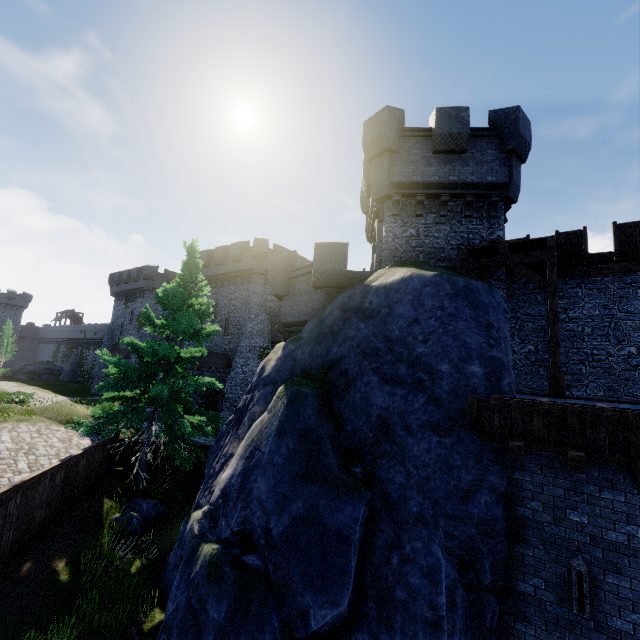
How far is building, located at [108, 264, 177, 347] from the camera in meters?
40.8

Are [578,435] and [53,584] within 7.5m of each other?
no

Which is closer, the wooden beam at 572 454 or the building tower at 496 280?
Result: the wooden beam at 572 454

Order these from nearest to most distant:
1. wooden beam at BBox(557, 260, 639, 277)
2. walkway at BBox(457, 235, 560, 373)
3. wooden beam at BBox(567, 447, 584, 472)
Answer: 1. wooden beam at BBox(567, 447, 584, 472)
2. walkway at BBox(457, 235, 560, 373)
3. wooden beam at BBox(557, 260, 639, 277)

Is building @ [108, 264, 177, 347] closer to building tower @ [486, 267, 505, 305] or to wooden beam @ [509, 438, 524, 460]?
building tower @ [486, 267, 505, 305]

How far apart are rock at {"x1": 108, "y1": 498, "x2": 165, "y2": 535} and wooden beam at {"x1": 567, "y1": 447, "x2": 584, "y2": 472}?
12.7m

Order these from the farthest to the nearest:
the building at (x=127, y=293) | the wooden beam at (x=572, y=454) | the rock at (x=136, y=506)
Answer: the building at (x=127, y=293)
the rock at (x=136, y=506)
the wooden beam at (x=572, y=454)

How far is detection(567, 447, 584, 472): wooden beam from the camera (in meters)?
6.16
